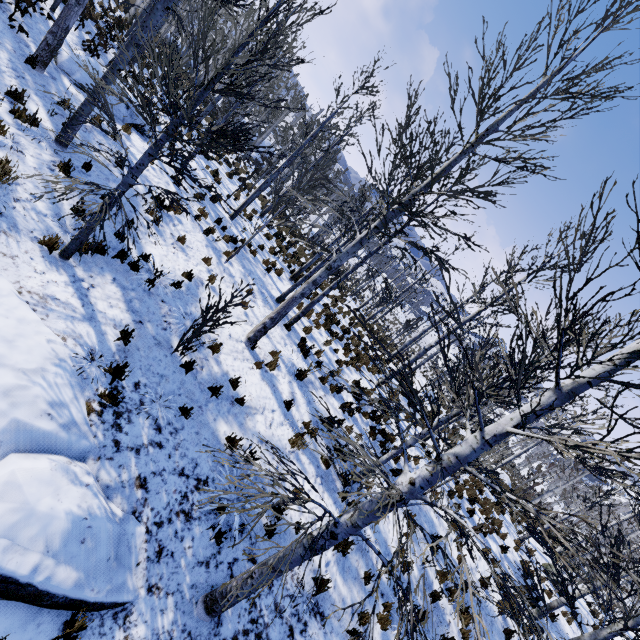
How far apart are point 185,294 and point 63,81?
8.0 meters

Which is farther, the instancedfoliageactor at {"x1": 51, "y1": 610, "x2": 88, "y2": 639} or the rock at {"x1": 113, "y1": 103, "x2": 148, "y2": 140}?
the rock at {"x1": 113, "y1": 103, "x2": 148, "y2": 140}

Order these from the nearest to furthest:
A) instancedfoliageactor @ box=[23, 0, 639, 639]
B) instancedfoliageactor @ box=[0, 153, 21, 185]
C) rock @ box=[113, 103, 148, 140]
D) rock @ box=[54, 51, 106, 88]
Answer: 1. instancedfoliageactor @ box=[23, 0, 639, 639]
2. instancedfoliageactor @ box=[0, 153, 21, 185]
3. rock @ box=[54, 51, 106, 88]
4. rock @ box=[113, 103, 148, 140]

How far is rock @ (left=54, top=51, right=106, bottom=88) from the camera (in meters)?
10.06

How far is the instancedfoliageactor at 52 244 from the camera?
5.8m

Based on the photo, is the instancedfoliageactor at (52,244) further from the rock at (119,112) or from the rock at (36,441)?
the rock at (119,112)

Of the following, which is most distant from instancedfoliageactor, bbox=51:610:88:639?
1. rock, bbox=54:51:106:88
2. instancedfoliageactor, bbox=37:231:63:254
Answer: rock, bbox=54:51:106:88

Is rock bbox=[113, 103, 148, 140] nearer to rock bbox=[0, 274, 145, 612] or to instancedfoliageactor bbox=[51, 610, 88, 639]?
rock bbox=[0, 274, 145, 612]
